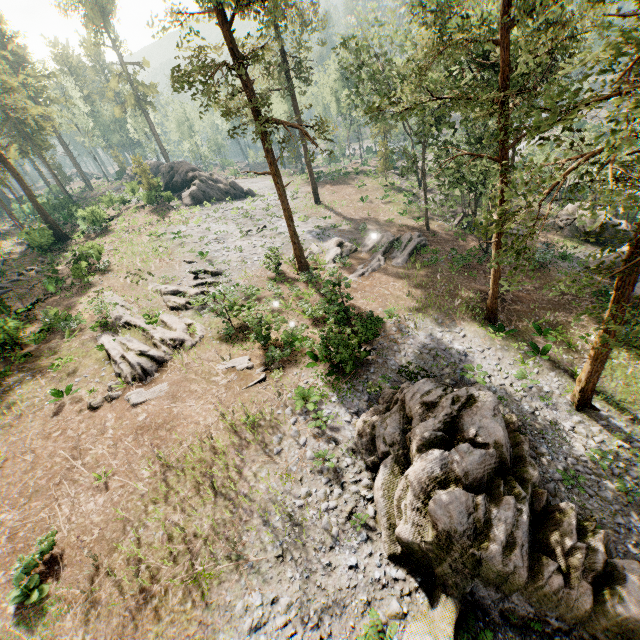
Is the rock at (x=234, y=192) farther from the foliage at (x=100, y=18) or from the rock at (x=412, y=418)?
the rock at (x=412, y=418)

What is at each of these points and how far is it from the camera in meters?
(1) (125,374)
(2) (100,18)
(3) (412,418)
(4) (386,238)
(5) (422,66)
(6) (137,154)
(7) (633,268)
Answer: (1) foliage, 17.0 m
(2) foliage, 54.2 m
(3) rock, 13.2 m
(4) foliage, 30.1 m
(5) foliage, 23.2 m
(6) foliage, 41.0 m
(7) foliage, 11.4 m

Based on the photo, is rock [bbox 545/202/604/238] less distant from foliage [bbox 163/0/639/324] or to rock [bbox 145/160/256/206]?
foliage [bbox 163/0/639/324]

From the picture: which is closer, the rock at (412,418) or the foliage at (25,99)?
the rock at (412,418)

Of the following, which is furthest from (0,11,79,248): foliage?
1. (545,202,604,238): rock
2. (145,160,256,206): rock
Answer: (545,202,604,238): rock

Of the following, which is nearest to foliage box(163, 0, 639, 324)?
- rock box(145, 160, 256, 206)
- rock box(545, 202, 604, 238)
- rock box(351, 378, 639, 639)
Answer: rock box(145, 160, 256, 206)

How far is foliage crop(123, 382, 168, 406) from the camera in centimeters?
1591cm
